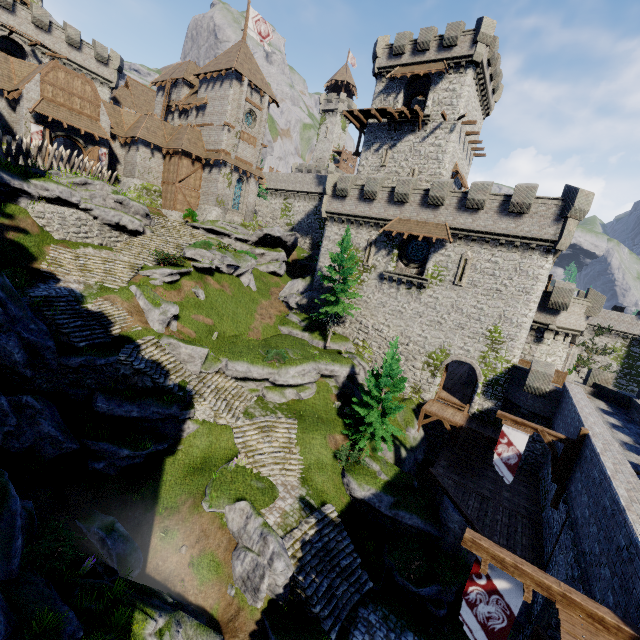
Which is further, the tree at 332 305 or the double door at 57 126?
the double door at 57 126

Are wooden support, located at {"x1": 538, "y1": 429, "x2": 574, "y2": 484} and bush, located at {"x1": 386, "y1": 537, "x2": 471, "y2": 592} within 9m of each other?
yes

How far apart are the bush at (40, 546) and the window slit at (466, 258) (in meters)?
26.68

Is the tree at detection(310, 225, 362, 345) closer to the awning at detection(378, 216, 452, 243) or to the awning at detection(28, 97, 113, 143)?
the awning at detection(378, 216, 452, 243)

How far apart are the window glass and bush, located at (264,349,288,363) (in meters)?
13.95

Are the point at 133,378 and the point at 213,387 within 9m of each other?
yes

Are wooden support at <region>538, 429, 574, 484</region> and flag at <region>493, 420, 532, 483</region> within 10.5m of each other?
yes

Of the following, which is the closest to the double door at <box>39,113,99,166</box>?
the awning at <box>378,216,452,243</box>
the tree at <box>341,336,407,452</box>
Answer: the awning at <box>378,216,452,243</box>
